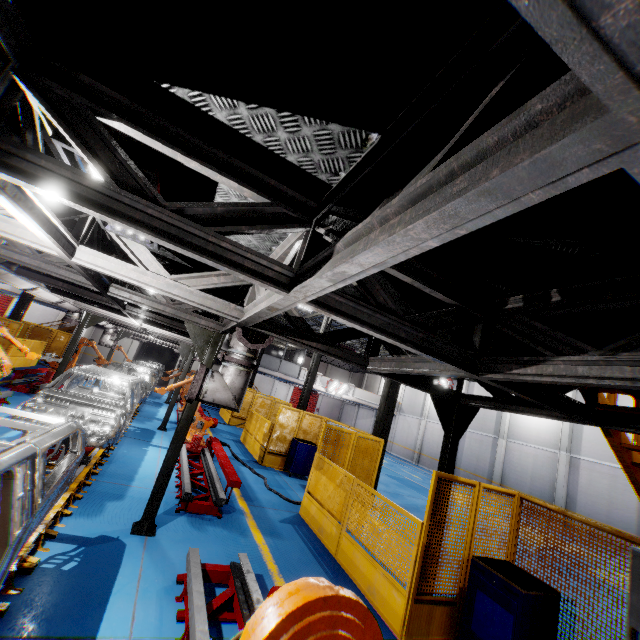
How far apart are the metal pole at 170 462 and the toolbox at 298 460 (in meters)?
6.42

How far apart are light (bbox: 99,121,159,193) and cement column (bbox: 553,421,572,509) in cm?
2398

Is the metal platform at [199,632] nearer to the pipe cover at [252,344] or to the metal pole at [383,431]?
the pipe cover at [252,344]

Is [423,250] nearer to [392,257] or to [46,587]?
[392,257]

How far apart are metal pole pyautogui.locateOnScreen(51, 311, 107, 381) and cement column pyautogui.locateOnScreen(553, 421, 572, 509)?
24.8 meters

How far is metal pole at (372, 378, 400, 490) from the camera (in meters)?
10.86

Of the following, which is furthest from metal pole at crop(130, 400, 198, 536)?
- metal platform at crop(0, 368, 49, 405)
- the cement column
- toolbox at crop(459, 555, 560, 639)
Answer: the cement column

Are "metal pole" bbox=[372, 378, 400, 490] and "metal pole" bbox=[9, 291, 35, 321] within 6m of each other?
no
